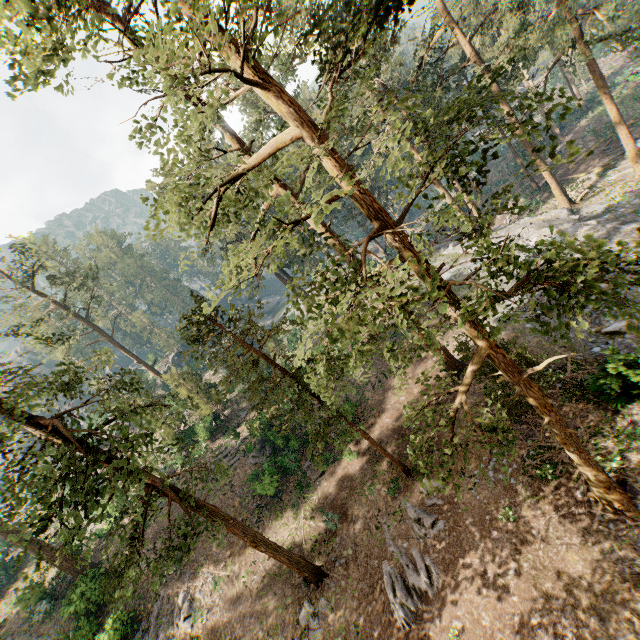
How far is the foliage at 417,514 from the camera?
15.2m

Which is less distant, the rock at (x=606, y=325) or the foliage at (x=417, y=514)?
the rock at (x=606, y=325)

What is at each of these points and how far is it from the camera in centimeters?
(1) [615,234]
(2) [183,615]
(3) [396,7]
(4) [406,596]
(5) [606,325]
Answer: (1) rock, 2191cm
(2) foliage, 2047cm
(3) foliage, 507cm
(4) foliage, 1388cm
(5) rock, 1753cm

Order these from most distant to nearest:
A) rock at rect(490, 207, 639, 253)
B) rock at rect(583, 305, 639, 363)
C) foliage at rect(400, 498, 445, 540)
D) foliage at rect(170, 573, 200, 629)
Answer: rock at rect(490, 207, 639, 253), foliage at rect(170, 573, 200, 629), foliage at rect(400, 498, 445, 540), rock at rect(583, 305, 639, 363)

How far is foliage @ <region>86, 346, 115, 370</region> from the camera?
15.5m

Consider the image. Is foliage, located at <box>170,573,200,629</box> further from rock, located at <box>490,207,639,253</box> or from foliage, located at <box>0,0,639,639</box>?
rock, located at <box>490,207,639,253</box>

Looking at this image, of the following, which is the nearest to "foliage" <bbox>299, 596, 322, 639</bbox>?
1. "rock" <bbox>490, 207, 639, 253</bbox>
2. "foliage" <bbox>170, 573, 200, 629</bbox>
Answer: "rock" <bbox>490, 207, 639, 253</bbox>
